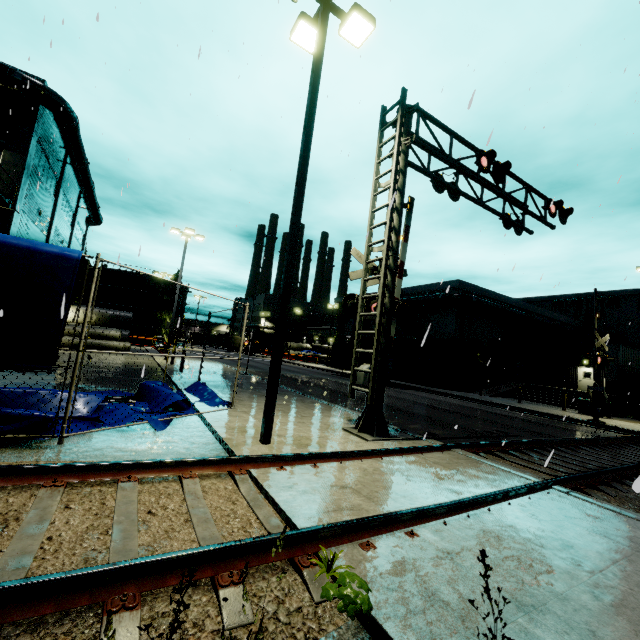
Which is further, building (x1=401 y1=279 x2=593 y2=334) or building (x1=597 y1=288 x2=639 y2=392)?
building (x1=401 y1=279 x2=593 y2=334)

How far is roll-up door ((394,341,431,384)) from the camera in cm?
3403

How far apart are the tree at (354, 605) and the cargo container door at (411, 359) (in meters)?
25.42

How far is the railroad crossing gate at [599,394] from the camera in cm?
1781

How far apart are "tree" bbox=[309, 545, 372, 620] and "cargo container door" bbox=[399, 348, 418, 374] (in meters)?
25.42

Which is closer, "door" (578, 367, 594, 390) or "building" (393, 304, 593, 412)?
"building" (393, 304, 593, 412)

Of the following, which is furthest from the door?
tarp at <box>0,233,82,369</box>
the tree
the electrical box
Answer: the tree

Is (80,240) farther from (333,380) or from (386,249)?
(386,249)
